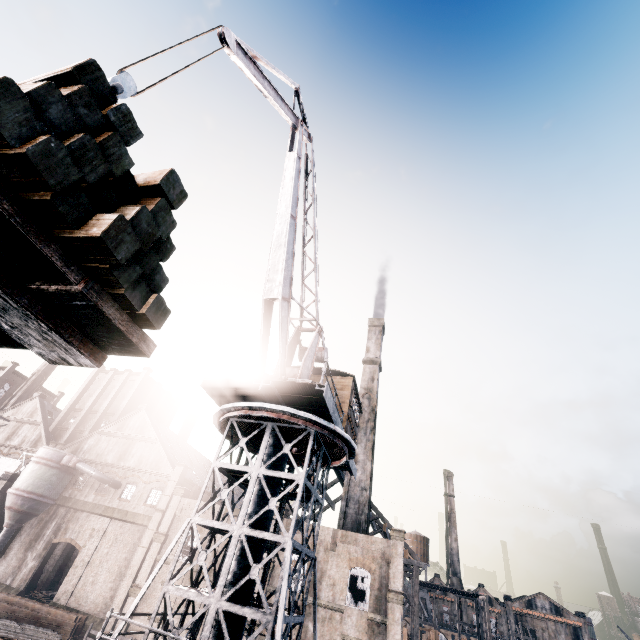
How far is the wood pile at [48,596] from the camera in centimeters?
3503cm

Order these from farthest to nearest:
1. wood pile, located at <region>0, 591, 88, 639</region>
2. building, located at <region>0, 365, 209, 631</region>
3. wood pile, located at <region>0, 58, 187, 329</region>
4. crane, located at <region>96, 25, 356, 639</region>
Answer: building, located at <region>0, 365, 209, 631</region>
wood pile, located at <region>0, 591, 88, 639</region>
crane, located at <region>96, 25, 356, 639</region>
wood pile, located at <region>0, 58, 187, 329</region>

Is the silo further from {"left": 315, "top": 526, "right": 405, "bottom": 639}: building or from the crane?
the crane

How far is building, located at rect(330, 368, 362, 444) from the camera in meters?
17.4

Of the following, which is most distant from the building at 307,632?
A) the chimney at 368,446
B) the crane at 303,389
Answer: the crane at 303,389

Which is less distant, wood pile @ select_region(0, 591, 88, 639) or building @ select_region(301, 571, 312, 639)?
wood pile @ select_region(0, 591, 88, 639)

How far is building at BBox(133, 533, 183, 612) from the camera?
30.6m

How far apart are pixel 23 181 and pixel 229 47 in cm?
1085
